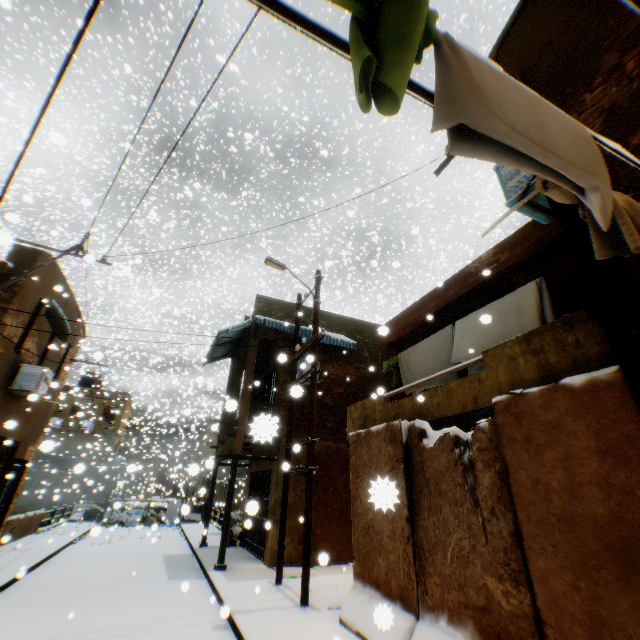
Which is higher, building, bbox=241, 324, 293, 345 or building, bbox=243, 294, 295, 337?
building, bbox=243, 294, 295, 337

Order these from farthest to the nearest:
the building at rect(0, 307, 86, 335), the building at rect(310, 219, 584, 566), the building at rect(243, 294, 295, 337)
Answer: the building at rect(243, 294, 295, 337)
the building at rect(0, 307, 86, 335)
the building at rect(310, 219, 584, 566)

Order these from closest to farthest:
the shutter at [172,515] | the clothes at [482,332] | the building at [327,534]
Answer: the clothes at [482,332], the building at [327,534], the shutter at [172,515]

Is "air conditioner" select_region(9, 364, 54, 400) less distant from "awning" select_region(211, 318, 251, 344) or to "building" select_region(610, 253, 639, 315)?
"building" select_region(610, 253, 639, 315)

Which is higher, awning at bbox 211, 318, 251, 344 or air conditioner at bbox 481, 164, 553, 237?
awning at bbox 211, 318, 251, 344

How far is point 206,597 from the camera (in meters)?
7.73

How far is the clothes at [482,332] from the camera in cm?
567

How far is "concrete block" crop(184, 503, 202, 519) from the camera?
6.6 meters
